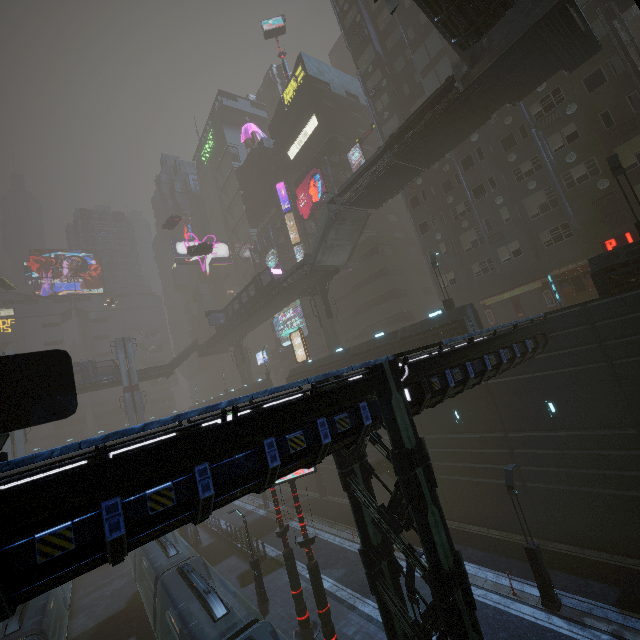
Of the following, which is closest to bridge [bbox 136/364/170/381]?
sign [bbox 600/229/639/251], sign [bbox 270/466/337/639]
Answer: sign [bbox 270/466/337/639]

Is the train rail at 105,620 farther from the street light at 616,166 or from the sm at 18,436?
the street light at 616,166

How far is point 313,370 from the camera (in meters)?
34.31

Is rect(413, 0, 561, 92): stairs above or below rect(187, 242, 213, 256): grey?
below

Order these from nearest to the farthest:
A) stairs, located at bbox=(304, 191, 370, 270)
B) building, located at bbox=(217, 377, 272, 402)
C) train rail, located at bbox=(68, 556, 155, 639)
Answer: train rail, located at bbox=(68, 556, 155, 639), stairs, located at bbox=(304, 191, 370, 270), building, located at bbox=(217, 377, 272, 402)

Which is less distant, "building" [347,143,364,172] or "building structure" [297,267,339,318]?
"building structure" [297,267,339,318]

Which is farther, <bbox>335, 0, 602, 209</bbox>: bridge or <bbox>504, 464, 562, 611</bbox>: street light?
<bbox>335, 0, 602, 209</bbox>: bridge

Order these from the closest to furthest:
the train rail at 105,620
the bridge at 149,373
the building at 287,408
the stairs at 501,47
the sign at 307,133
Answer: the building at 287,408 → the stairs at 501,47 → the train rail at 105,620 → the sign at 307,133 → the bridge at 149,373
